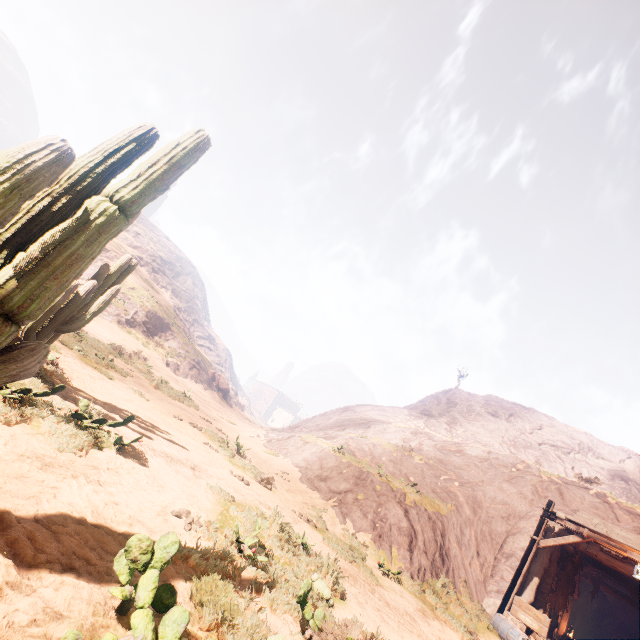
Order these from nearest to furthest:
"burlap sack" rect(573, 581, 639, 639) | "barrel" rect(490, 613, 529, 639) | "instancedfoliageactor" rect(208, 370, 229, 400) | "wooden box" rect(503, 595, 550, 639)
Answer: "barrel" rect(490, 613, 529, 639)
"wooden box" rect(503, 595, 550, 639)
"burlap sack" rect(573, 581, 639, 639)
"instancedfoliageactor" rect(208, 370, 229, 400)

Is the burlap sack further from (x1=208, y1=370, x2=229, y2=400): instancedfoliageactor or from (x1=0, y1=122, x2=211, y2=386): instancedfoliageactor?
(x1=208, y1=370, x2=229, y2=400): instancedfoliageactor

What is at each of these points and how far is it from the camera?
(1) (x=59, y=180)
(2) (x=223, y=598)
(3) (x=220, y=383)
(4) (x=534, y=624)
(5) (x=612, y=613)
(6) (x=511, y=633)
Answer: (1) instancedfoliageactor, 2.6 meters
(2) z, 3.2 meters
(3) instancedfoliageactor, 48.2 meters
(4) wooden box, 11.0 meters
(5) burlap sack, 20.2 meters
(6) barrel, 10.1 meters

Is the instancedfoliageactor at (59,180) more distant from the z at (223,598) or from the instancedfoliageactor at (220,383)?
the instancedfoliageactor at (220,383)

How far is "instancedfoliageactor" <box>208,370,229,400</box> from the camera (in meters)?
47.13

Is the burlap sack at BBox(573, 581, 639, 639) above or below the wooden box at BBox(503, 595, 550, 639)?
above

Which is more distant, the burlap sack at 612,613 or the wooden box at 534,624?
the burlap sack at 612,613

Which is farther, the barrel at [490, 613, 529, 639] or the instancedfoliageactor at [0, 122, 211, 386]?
the barrel at [490, 613, 529, 639]
